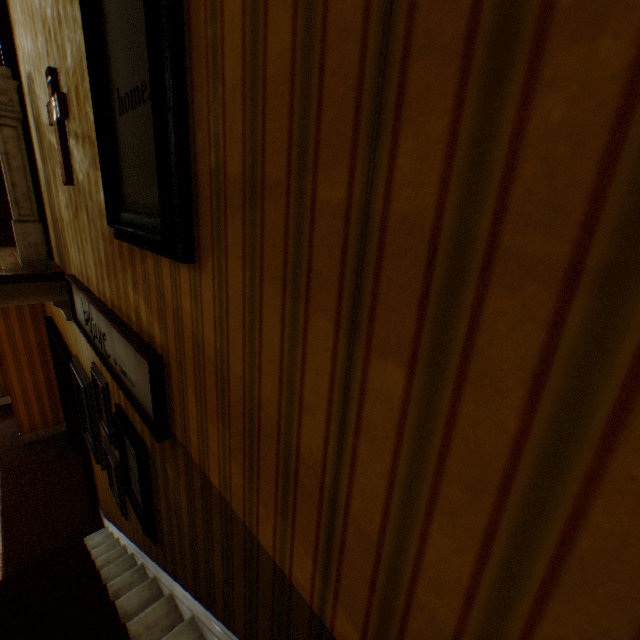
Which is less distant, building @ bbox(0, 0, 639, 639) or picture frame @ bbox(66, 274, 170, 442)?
building @ bbox(0, 0, 639, 639)

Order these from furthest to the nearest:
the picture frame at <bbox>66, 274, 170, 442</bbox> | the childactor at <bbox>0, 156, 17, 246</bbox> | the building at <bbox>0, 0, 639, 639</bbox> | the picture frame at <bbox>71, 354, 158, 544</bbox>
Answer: the childactor at <bbox>0, 156, 17, 246</bbox>
the picture frame at <bbox>71, 354, 158, 544</bbox>
the picture frame at <bbox>66, 274, 170, 442</bbox>
the building at <bbox>0, 0, 639, 639</bbox>

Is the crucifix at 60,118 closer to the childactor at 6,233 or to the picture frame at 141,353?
the picture frame at 141,353

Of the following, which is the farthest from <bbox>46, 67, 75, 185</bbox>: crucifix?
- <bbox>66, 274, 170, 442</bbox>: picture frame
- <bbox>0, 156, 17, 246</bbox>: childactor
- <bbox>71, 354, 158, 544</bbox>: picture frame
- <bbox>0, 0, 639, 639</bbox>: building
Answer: <bbox>0, 156, 17, 246</bbox>: childactor

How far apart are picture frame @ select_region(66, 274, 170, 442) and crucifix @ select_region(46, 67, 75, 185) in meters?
0.7

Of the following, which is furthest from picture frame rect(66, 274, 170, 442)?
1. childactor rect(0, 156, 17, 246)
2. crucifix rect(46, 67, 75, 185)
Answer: childactor rect(0, 156, 17, 246)

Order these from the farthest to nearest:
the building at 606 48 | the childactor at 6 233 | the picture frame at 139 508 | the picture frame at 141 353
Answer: the childactor at 6 233, the picture frame at 139 508, the picture frame at 141 353, the building at 606 48

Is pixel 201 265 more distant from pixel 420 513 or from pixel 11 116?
pixel 11 116
